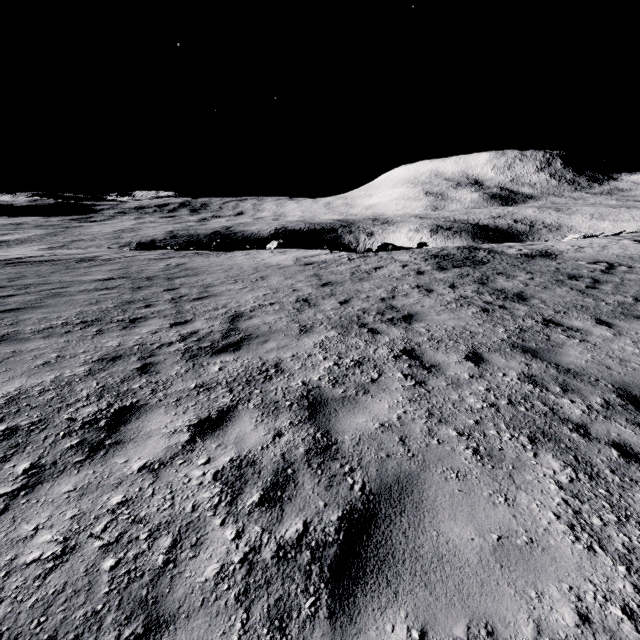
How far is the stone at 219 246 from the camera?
23.6m

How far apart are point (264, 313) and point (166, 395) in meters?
3.8 m

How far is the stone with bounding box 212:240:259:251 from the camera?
23.6 meters
